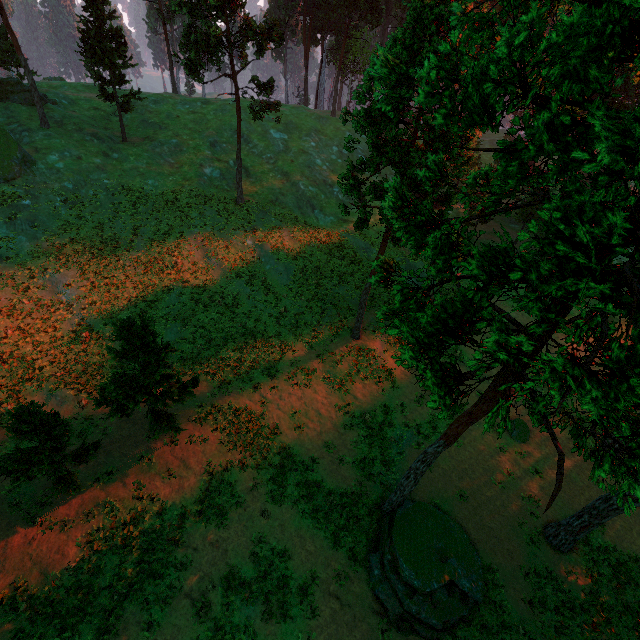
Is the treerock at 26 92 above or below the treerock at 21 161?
above

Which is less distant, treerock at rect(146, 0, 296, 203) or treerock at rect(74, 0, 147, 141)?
treerock at rect(146, 0, 296, 203)

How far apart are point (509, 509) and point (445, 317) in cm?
1902

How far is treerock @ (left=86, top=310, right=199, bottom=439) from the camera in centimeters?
1495cm

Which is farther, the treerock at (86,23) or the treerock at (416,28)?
the treerock at (86,23)

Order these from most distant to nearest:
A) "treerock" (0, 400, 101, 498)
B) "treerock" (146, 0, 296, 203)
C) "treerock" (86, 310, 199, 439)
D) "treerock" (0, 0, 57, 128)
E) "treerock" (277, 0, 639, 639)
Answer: "treerock" (0, 0, 57, 128), "treerock" (146, 0, 296, 203), "treerock" (86, 310, 199, 439), "treerock" (0, 400, 101, 498), "treerock" (277, 0, 639, 639)

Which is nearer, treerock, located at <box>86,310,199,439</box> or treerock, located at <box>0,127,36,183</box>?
treerock, located at <box>86,310,199,439</box>
